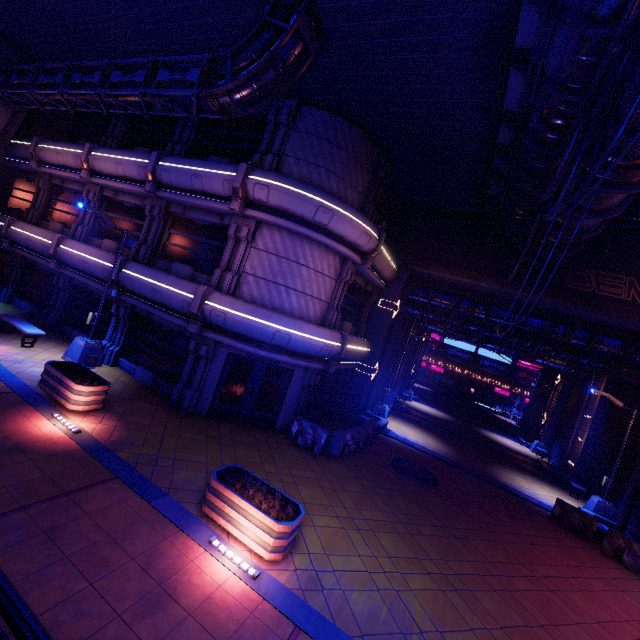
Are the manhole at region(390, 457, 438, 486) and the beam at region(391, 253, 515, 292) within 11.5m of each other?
yes

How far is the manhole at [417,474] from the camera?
13.10m

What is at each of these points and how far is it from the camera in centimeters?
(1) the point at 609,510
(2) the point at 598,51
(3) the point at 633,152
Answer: (1) street light, 1546cm
(2) walkway, 600cm
(3) walkway, 686cm

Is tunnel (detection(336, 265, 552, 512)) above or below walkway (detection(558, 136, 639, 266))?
below

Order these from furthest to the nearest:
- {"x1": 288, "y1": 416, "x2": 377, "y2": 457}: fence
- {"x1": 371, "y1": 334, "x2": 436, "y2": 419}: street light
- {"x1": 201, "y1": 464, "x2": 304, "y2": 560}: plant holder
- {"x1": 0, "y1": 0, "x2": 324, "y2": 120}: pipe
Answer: {"x1": 371, "y1": 334, "x2": 436, "y2": 419}: street light
{"x1": 288, "y1": 416, "x2": 377, "y2": 457}: fence
{"x1": 0, "y1": 0, "x2": 324, "y2": 120}: pipe
{"x1": 201, "y1": 464, "x2": 304, "y2": 560}: plant holder

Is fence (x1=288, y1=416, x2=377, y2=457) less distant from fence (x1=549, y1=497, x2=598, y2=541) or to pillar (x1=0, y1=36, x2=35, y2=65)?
fence (x1=549, y1=497, x2=598, y2=541)

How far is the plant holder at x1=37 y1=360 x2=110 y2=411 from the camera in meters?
9.4

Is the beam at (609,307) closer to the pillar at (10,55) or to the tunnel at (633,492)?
the tunnel at (633,492)
